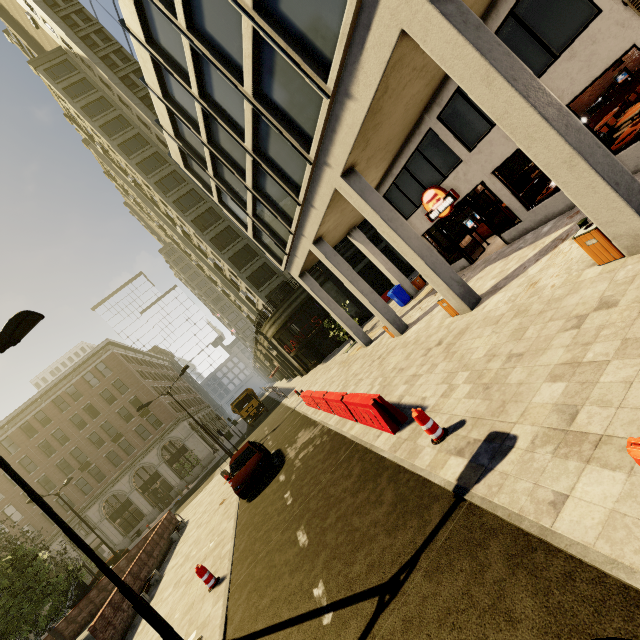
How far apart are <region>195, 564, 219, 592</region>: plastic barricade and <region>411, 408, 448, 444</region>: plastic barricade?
7.4 meters

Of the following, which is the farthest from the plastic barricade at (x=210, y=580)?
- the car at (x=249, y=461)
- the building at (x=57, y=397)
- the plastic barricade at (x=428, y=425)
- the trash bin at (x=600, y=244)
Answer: the building at (x=57, y=397)

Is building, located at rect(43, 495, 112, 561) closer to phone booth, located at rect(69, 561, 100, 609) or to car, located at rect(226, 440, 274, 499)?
car, located at rect(226, 440, 274, 499)

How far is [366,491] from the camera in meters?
6.7

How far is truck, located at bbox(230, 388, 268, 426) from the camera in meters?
33.8

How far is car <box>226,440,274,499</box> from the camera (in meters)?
12.83

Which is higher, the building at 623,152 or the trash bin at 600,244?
the building at 623,152

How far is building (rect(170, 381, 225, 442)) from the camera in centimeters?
4872cm
